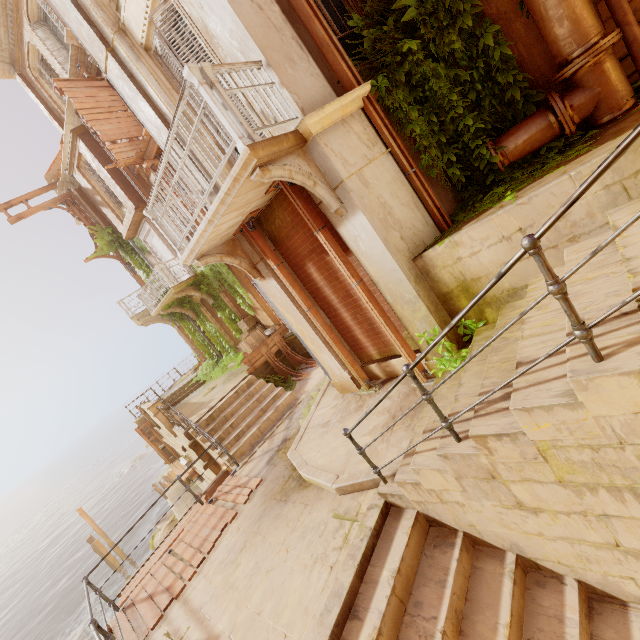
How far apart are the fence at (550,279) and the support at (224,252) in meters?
5.5 m

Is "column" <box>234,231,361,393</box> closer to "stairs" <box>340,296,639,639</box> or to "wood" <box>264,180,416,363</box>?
"wood" <box>264,180,416,363</box>

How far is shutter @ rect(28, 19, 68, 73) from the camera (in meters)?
12.41

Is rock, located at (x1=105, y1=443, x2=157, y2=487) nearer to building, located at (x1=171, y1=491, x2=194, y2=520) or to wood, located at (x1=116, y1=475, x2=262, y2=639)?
building, located at (x1=171, y1=491, x2=194, y2=520)

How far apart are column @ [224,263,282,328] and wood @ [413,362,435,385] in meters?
8.6 m

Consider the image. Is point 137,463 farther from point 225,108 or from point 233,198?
point 225,108

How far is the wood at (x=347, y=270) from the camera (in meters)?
5.15

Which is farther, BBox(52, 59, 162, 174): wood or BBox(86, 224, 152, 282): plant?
BBox(86, 224, 152, 282): plant
